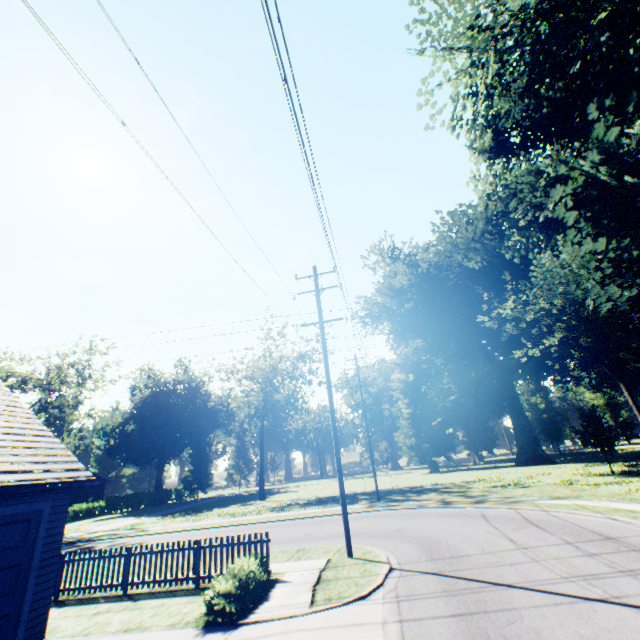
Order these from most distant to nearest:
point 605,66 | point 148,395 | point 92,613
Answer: point 148,395 < point 605,66 < point 92,613

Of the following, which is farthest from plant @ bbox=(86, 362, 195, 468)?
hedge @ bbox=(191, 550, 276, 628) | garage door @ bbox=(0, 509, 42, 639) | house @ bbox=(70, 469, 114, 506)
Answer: hedge @ bbox=(191, 550, 276, 628)

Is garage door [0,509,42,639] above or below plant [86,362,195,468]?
below

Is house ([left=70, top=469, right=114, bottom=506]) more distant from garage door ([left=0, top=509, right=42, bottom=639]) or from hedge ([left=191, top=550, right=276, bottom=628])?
hedge ([left=191, top=550, right=276, bottom=628])

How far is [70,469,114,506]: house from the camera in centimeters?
4847cm

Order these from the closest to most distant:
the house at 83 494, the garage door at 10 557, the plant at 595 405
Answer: the garage door at 10 557, the plant at 595 405, the house at 83 494

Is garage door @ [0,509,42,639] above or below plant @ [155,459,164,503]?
below

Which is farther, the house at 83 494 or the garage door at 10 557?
the house at 83 494
